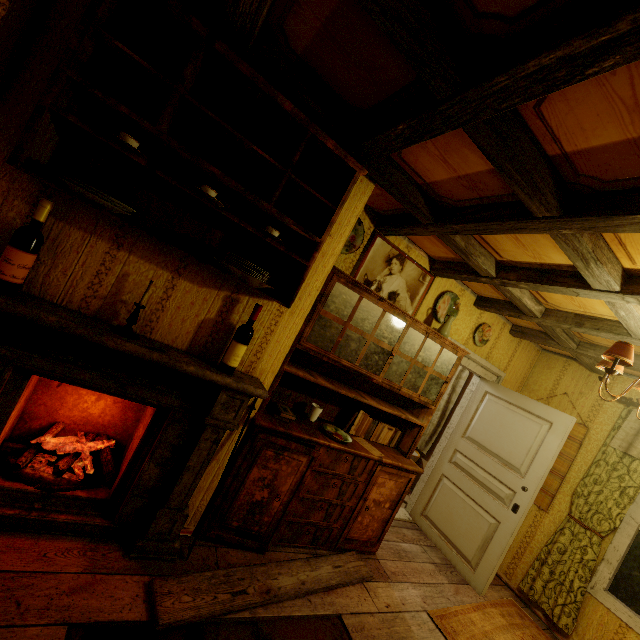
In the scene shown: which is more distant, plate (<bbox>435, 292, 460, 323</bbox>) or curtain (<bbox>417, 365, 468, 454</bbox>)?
curtain (<bbox>417, 365, 468, 454</bbox>)

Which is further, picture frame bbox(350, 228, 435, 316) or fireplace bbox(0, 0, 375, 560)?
picture frame bbox(350, 228, 435, 316)

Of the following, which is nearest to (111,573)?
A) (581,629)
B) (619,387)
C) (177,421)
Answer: (177,421)

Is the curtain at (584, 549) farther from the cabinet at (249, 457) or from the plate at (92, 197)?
the plate at (92, 197)

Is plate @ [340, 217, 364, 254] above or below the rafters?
below

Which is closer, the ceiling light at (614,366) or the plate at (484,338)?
the ceiling light at (614,366)

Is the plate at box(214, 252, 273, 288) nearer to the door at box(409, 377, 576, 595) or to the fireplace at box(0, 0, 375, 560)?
the fireplace at box(0, 0, 375, 560)

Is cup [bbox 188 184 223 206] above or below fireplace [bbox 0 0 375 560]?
above
